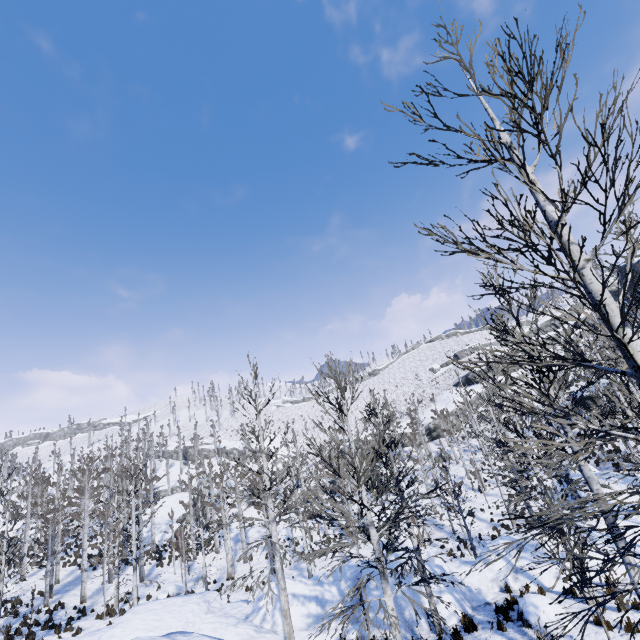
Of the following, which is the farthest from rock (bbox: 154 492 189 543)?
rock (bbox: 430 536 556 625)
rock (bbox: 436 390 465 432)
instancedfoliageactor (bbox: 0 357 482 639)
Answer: rock (bbox: 430 536 556 625)

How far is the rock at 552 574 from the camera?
12.5 meters

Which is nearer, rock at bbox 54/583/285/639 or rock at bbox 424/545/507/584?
rock at bbox 54/583/285/639

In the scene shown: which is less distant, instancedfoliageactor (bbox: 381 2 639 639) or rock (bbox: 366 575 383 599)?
instancedfoliageactor (bbox: 381 2 639 639)

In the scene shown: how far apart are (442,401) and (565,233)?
59.3 meters

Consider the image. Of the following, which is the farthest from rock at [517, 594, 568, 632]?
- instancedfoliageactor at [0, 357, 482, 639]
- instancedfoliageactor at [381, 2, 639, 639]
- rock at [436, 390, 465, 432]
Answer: rock at [436, 390, 465, 432]

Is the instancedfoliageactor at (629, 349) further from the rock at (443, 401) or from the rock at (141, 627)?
the rock at (443, 401)

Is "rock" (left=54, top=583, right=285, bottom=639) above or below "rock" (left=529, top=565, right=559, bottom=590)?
above
